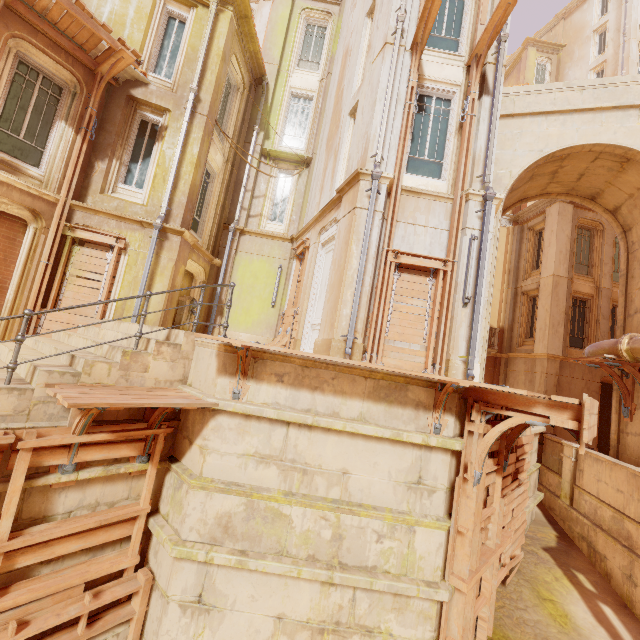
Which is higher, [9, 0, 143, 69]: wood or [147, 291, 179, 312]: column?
[9, 0, 143, 69]: wood

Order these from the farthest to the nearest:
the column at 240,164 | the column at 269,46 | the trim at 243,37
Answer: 1. the column at 269,46
2. the column at 240,164
3. the trim at 243,37

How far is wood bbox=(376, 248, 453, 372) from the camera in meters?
7.6 m

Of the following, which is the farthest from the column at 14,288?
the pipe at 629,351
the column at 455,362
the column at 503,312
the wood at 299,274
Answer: the column at 503,312

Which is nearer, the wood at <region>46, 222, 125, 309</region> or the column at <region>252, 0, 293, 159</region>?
the wood at <region>46, 222, 125, 309</region>

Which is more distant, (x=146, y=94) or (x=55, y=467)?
(x=146, y=94)

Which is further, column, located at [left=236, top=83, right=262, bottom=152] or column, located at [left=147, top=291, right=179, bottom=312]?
column, located at [left=236, top=83, right=262, bottom=152]

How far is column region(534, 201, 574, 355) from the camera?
15.4 meters
